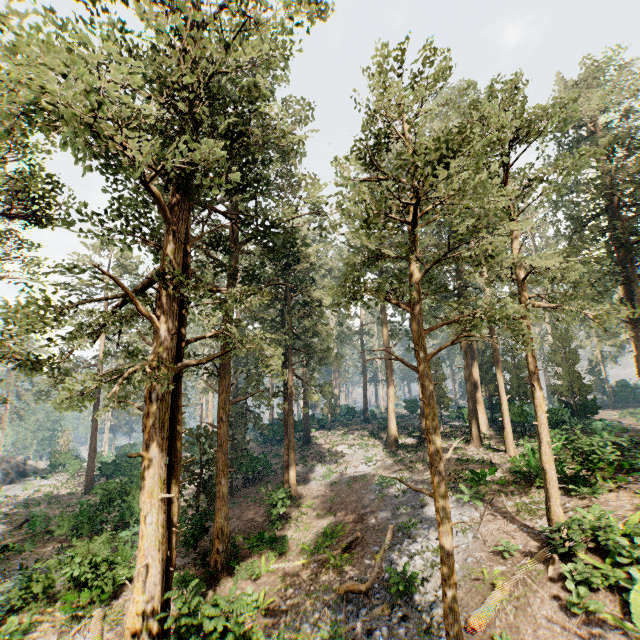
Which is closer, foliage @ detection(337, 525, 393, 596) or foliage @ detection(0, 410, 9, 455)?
foliage @ detection(337, 525, 393, 596)

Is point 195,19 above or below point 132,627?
above

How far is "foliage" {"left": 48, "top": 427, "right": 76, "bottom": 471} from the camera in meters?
45.8 m

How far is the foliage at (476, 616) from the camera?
10.26m

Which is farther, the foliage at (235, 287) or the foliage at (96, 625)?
the foliage at (96, 625)
